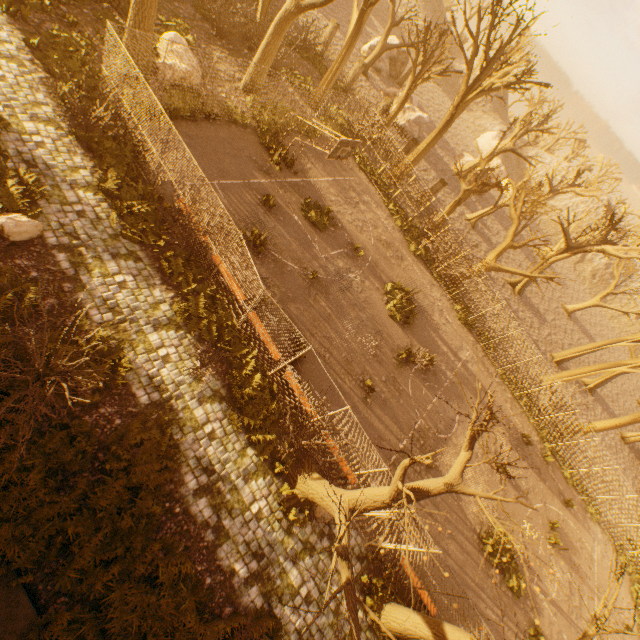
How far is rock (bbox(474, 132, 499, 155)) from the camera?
50.2m

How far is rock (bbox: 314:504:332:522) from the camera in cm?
1008

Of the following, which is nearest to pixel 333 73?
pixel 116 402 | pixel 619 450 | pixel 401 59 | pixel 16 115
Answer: pixel 16 115

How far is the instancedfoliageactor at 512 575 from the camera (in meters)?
13.95

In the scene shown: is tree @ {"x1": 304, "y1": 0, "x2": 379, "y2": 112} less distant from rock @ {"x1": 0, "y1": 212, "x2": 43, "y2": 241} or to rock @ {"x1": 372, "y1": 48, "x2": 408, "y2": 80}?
rock @ {"x1": 372, "y1": 48, "x2": 408, "y2": 80}

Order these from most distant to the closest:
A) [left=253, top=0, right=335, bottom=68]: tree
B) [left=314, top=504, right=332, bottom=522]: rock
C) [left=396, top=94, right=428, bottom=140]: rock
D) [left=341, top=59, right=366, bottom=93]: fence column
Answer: [left=396, top=94, right=428, bottom=140]: rock
[left=341, top=59, right=366, bottom=93]: fence column
[left=253, top=0, right=335, bottom=68]: tree
[left=314, top=504, right=332, bottom=522]: rock

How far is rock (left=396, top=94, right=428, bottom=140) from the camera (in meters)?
32.28

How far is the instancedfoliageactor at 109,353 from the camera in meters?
8.2
